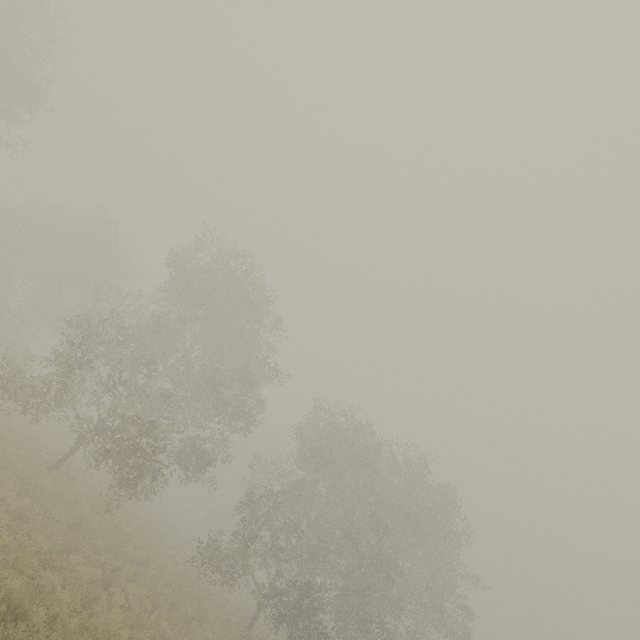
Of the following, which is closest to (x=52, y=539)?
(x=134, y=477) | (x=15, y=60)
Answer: (x=134, y=477)
